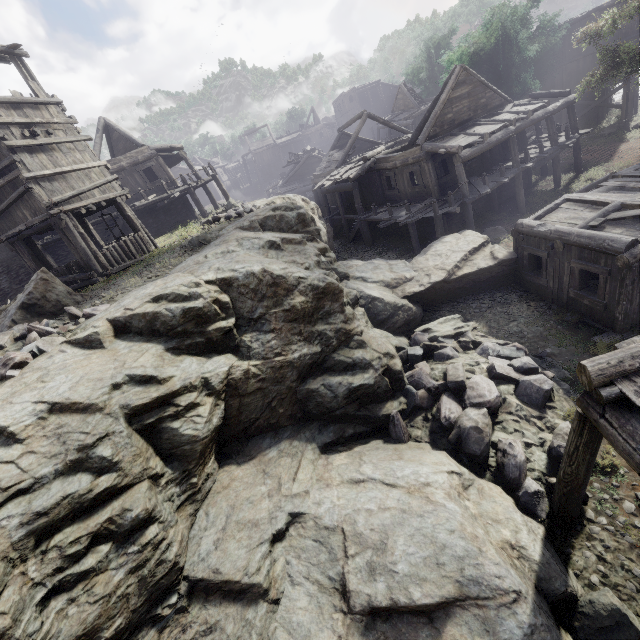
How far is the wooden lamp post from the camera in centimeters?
2461cm

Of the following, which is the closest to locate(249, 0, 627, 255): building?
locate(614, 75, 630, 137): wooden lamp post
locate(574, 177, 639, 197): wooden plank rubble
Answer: locate(574, 177, 639, 197): wooden plank rubble

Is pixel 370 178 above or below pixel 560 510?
above

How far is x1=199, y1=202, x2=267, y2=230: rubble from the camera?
16.9m

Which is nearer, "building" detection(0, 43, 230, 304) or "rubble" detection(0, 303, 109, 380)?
"rubble" detection(0, 303, 109, 380)

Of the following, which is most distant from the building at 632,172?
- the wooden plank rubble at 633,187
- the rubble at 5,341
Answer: the rubble at 5,341

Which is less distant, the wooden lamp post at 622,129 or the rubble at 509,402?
the rubble at 509,402

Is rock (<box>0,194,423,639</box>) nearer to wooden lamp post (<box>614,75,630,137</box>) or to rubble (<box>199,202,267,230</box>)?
rubble (<box>199,202,267,230</box>)
